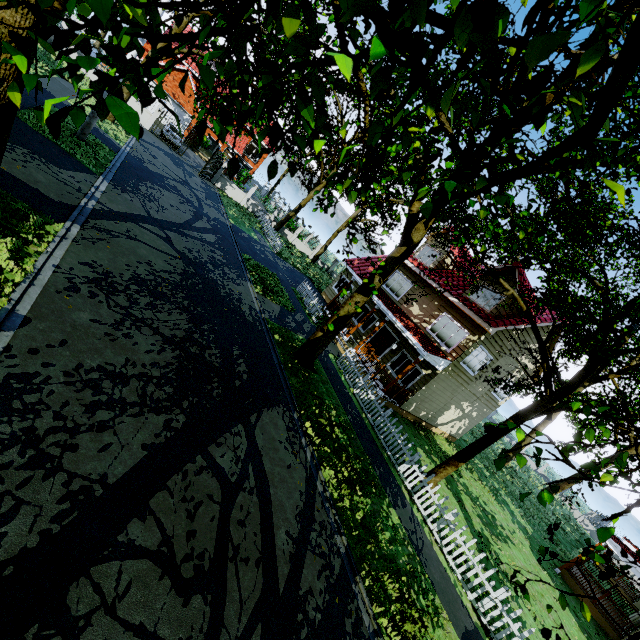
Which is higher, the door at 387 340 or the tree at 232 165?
the tree at 232 165

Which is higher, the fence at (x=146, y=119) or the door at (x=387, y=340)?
the door at (x=387, y=340)

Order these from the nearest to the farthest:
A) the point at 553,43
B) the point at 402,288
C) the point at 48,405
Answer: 1. the point at 553,43
2. the point at 48,405
3. the point at 402,288

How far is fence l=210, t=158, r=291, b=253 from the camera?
28.1m

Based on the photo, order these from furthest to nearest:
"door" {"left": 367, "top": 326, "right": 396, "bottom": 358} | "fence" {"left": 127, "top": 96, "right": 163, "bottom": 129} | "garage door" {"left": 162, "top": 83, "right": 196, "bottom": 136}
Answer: "garage door" {"left": 162, "top": 83, "right": 196, "bottom": 136}
"fence" {"left": 127, "top": 96, "right": 163, "bottom": 129}
"door" {"left": 367, "top": 326, "right": 396, "bottom": 358}

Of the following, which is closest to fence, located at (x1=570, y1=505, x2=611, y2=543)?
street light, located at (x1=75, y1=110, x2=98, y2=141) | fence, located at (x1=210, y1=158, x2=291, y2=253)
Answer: street light, located at (x1=75, y1=110, x2=98, y2=141)

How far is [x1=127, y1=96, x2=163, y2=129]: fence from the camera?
24.9 meters

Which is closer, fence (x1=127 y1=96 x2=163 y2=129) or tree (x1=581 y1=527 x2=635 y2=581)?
tree (x1=581 y1=527 x2=635 y2=581)
